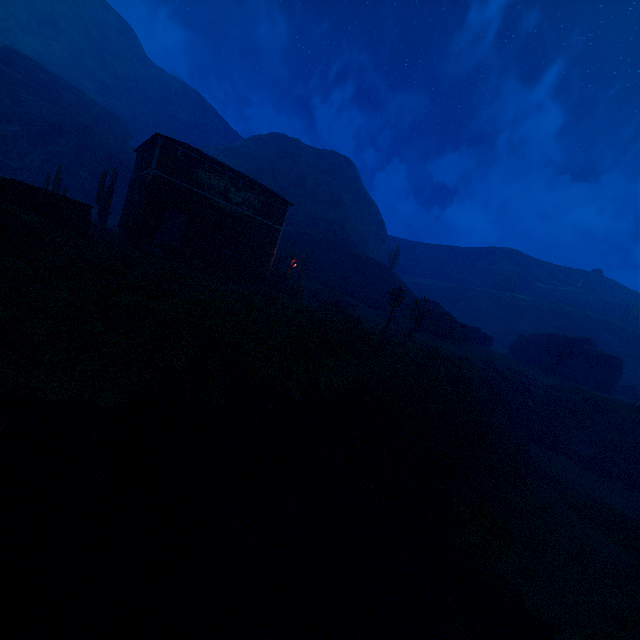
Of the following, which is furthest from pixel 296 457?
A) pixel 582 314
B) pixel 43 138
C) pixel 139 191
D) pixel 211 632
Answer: pixel 582 314

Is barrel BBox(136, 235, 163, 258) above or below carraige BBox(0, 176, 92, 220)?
below

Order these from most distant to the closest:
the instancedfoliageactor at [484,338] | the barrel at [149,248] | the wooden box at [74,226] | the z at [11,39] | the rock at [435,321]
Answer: the z at [11,39] < the instancedfoliageactor at [484,338] < the rock at [435,321] < the barrel at [149,248] < the wooden box at [74,226]

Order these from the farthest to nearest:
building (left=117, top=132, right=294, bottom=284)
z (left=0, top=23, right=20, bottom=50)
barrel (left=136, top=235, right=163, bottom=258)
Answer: z (left=0, top=23, right=20, bottom=50) < building (left=117, top=132, right=294, bottom=284) < barrel (left=136, top=235, right=163, bottom=258)

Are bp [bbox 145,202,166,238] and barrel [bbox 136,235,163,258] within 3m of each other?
yes

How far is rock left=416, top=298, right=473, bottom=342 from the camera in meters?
33.3 m

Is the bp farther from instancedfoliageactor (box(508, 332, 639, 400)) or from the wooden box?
instancedfoliageactor (box(508, 332, 639, 400))

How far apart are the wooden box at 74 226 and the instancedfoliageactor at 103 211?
9.4m
